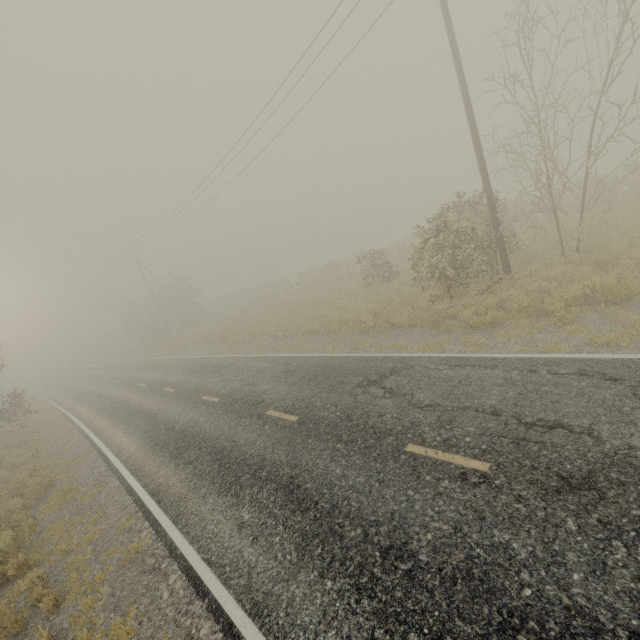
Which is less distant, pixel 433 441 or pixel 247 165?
pixel 433 441

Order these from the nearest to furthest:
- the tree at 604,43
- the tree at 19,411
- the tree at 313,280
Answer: the tree at 604,43, the tree at 313,280, the tree at 19,411

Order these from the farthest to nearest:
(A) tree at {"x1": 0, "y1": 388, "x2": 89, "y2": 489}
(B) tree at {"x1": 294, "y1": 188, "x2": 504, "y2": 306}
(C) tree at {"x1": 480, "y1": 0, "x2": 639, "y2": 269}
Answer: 1. (A) tree at {"x1": 0, "y1": 388, "x2": 89, "y2": 489}
2. (B) tree at {"x1": 294, "y1": 188, "x2": 504, "y2": 306}
3. (C) tree at {"x1": 480, "y1": 0, "x2": 639, "y2": 269}

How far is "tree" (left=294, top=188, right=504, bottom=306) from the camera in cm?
1202

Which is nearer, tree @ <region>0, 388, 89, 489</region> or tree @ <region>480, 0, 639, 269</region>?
tree @ <region>480, 0, 639, 269</region>

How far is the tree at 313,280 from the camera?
12.02m
